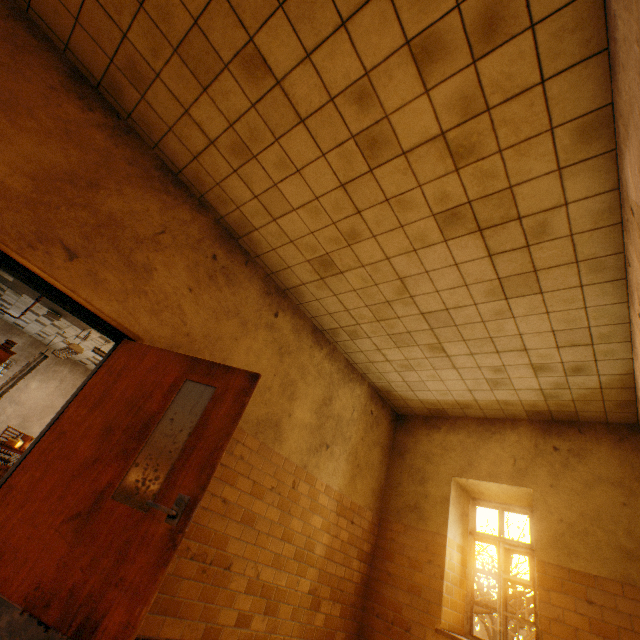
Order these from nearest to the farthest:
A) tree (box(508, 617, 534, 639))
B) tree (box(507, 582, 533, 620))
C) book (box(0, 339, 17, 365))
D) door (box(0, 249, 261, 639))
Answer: door (box(0, 249, 261, 639)), book (box(0, 339, 17, 365)), tree (box(508, 617, 534, 639)), tree (box(507, 582, 533, 620))

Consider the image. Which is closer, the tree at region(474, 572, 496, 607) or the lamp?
the lamp

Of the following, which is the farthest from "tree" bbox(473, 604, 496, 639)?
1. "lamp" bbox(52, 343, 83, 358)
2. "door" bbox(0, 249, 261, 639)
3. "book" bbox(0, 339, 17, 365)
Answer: "book" bbox(0, 339, 17, 365)

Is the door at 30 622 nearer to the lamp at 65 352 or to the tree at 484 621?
the lamp at 65 352

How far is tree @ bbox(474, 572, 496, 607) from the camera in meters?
10.3

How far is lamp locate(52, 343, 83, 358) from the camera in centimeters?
676cm

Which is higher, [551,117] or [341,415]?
[551,117]

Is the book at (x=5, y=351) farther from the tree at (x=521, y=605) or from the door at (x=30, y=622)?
the tree at (x=521, y=605)
